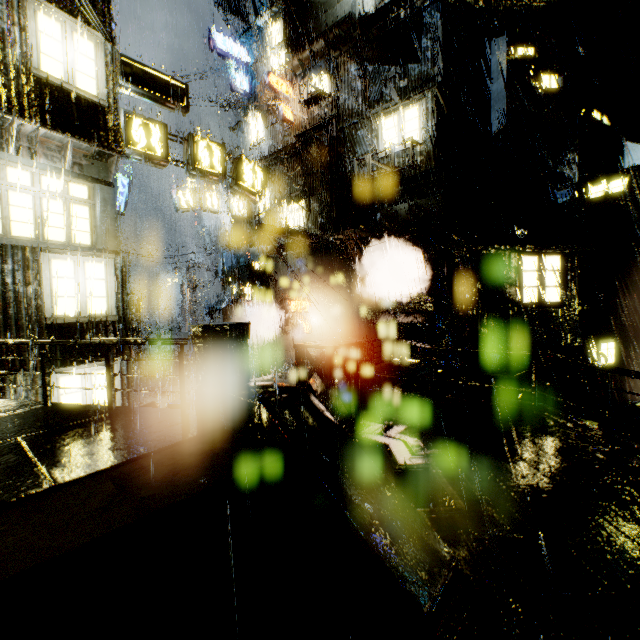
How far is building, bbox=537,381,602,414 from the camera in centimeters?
1176cm

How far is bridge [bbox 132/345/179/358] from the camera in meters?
25.2 m

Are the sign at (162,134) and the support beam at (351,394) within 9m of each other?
yes

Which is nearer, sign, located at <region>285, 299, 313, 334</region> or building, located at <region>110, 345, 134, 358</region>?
building, located at <region>110, 345, 134, 358</region>

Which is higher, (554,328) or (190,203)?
(190,203)

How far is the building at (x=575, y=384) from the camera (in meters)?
13.36

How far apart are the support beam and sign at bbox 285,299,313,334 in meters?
10.4
